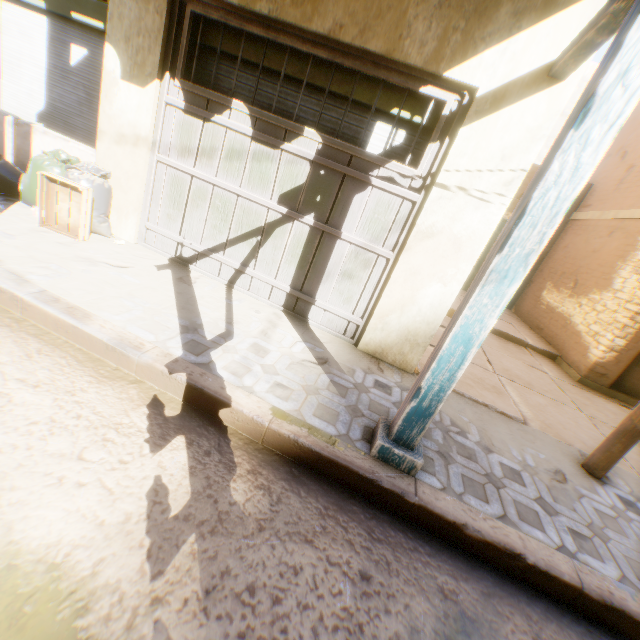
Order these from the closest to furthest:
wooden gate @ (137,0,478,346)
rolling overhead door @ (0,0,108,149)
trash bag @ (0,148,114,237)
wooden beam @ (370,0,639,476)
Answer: wooden beam @ (370,0,639,476) → wooden gate @ (137,0,478,346) → trash bag @ (0,148,114,237) → rolling overhead door @ (0,0,108,149)

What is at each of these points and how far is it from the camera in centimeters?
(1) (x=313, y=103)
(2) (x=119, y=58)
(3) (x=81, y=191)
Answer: (1) rolling overhead door, 362cm
(2) building, 367cm
(3) wooden box, 371cm

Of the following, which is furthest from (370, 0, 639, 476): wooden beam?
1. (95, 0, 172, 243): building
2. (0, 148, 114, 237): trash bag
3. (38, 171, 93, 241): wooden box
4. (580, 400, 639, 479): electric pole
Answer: (38, 171, 93, 241): wooden box

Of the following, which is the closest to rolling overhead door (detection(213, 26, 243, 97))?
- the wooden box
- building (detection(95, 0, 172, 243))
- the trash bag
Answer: building (detection(95, 0, 172, 243))

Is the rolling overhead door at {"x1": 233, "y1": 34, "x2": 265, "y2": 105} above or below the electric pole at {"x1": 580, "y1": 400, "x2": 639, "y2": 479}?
above

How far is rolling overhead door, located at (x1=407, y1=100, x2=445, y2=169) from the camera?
3.2 meters

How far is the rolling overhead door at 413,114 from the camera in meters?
3.2
